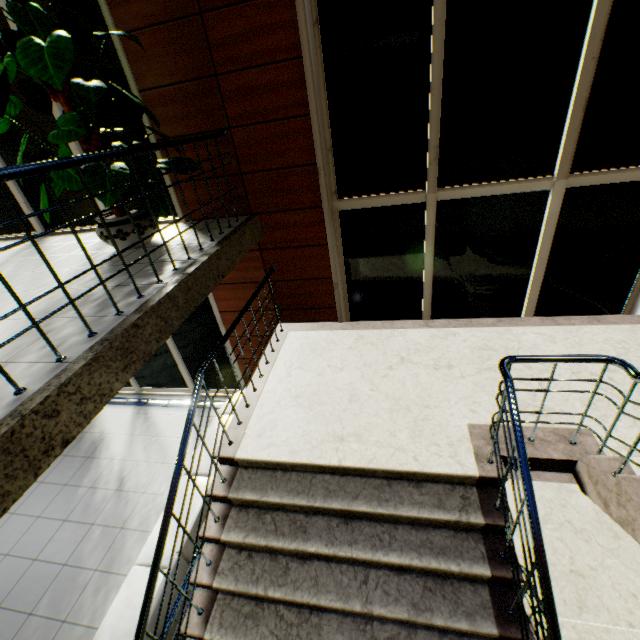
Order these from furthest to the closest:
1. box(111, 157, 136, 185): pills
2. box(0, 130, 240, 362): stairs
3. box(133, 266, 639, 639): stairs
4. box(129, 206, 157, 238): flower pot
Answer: box(129, 206, 157, 238): flower pot < box(111, 157, 136, 185): pills < box(133, 266, 639, 639): stairs < box(0, 130, 240, 362): stairs

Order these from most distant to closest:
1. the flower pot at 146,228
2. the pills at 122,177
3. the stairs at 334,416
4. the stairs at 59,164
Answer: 1. the flower pot at 146,228
2. the pills at 122,177
3. the stairs at 334,416
4. the stairs at 59,164

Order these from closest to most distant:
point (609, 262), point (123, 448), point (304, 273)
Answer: point (609, 262) → point (304, 273) → point (123, 448)

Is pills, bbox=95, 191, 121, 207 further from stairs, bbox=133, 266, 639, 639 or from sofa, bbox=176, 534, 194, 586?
sofa, bbox=176, 534, 194, 586

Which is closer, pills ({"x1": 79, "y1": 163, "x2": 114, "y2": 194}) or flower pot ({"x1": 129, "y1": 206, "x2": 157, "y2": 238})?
pills ({"x1": 79, "y1": 163, "x2": 114, "y2": 194})

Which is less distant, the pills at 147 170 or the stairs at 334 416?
the stairs at 334 416

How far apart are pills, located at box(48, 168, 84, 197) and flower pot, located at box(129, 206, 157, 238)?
0.40m
